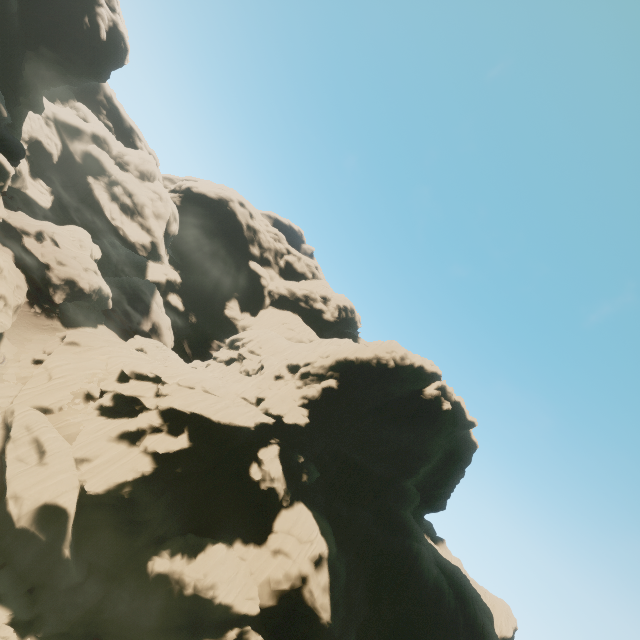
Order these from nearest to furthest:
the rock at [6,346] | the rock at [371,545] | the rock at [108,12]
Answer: the rock at [371,545] < the rock at [6,346] < the rock at [108,12]

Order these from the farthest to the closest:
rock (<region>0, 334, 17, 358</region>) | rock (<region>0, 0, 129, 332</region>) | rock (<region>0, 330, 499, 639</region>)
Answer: rock (<region>0, 0, 129, 332</region>), rock (<region>0, 334, 17, 358</region>), rock (<region>0, 330, 499, 639</region>)

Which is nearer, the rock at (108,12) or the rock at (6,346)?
the rock at (6,346)

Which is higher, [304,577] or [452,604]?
[452,604]

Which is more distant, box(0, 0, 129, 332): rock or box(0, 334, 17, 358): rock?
box(0, 0, 129, 332): rock

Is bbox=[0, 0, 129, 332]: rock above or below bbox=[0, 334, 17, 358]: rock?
above
